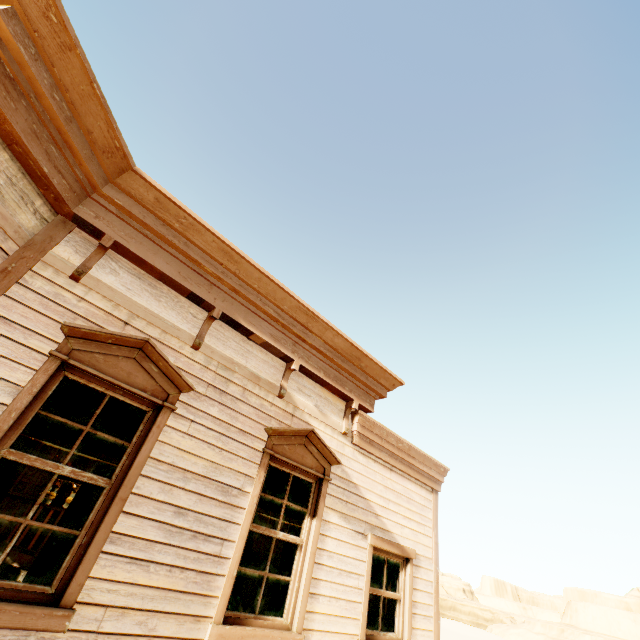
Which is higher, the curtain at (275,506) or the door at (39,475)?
the curtain at (275,506)

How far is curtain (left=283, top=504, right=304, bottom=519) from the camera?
4.4 meters

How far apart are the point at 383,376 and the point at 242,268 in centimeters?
315cm

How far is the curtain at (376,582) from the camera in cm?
507

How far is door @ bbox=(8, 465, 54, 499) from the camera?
10.0m

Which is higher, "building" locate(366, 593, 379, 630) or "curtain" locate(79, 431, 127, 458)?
"curtain" locate(79, 431, 127, 458)

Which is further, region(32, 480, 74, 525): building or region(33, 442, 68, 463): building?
region(33, 442, 68, 463): building

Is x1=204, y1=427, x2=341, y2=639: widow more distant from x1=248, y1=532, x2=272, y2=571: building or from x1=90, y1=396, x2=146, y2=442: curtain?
x1=90, y1=396, x2=146, y2=442: curtain
